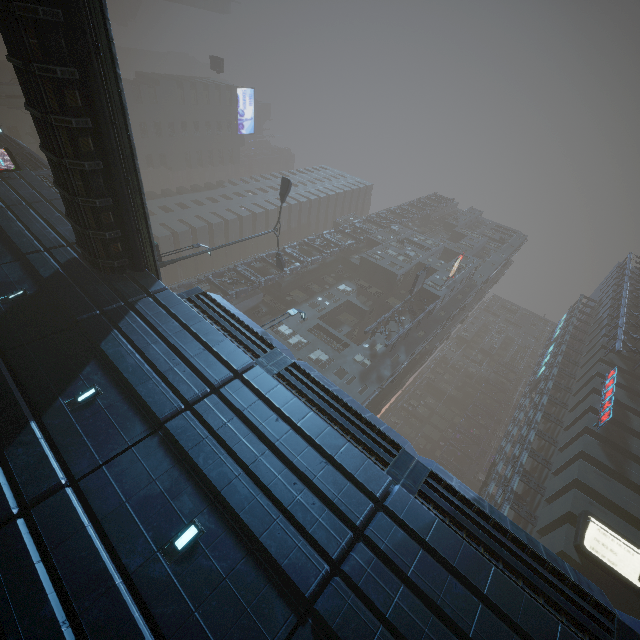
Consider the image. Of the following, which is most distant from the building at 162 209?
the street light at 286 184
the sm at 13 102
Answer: the sm at 13 102

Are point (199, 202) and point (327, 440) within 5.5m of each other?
no

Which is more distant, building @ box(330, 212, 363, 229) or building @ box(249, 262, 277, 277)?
building @ box(330, 212, 363, 229)

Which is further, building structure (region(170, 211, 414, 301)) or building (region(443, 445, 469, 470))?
building (region(443, 445, 469, 470))

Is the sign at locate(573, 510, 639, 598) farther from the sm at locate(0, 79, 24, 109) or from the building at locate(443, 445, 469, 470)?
the sm at locate(0, 79, 24, 109)

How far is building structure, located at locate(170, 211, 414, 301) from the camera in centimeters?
3475cm

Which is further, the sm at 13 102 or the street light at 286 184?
the sm at 13 102
